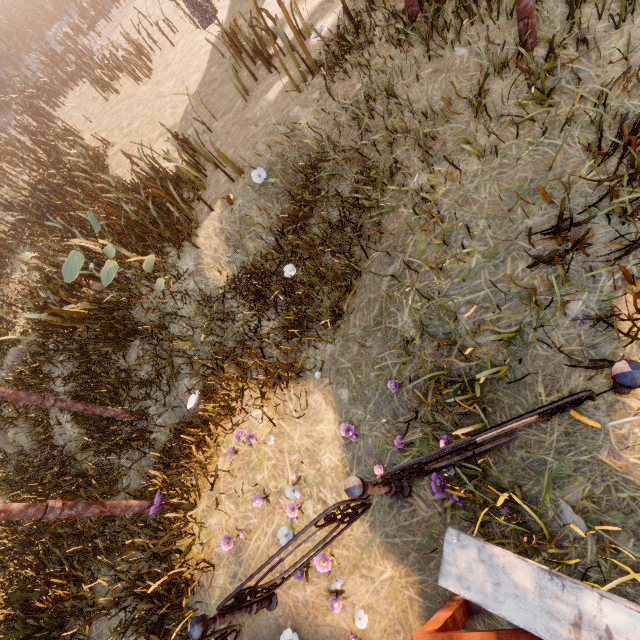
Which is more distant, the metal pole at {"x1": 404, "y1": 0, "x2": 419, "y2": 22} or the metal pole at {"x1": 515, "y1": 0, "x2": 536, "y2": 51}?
the metal pole at {"x1": 404, "y1": 0, "x2": 419, "y2": 22}

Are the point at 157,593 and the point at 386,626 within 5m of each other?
yes

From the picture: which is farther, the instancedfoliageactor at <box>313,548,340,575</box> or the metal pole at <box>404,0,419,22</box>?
the metal pole at <box>404,0,419,22</box>

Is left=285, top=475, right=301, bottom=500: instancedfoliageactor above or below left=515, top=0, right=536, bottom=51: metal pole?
below

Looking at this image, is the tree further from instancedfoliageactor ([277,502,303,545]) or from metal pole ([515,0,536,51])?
instancedfoliageactor ([277,502,303,545])

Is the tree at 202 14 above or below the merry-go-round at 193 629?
above

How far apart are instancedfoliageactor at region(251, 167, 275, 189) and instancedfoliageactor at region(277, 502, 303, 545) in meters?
5.2 m

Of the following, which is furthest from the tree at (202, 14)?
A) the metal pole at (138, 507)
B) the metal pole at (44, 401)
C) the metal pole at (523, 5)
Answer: the metal pole at (138, 507)
